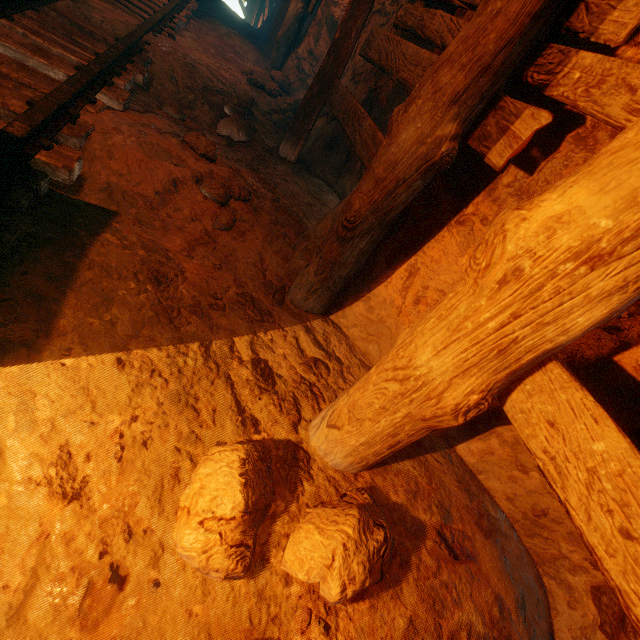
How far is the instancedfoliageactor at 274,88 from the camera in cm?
527

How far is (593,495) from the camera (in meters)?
0.89

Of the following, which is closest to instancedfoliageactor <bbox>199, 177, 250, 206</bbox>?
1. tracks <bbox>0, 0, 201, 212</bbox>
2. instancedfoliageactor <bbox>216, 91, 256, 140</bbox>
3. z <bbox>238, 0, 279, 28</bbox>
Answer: tracks <bbox>0, 0, 201, 212</bbox>

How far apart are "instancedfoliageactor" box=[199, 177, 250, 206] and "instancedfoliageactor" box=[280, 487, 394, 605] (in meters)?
1.94

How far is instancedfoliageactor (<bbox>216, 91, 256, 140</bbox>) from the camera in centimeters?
354cm

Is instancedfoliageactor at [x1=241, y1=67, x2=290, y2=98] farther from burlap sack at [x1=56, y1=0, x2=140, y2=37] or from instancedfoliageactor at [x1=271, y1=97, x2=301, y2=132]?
instancedfoliageactor at [x1=271, y1=97, x2=301, y2=132]

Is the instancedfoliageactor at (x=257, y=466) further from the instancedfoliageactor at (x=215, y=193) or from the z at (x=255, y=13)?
the z at (x=255, y=13)

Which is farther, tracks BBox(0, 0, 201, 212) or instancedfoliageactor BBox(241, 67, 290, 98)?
instancedfoliageactor BBox(241, 67, 290, 98)
